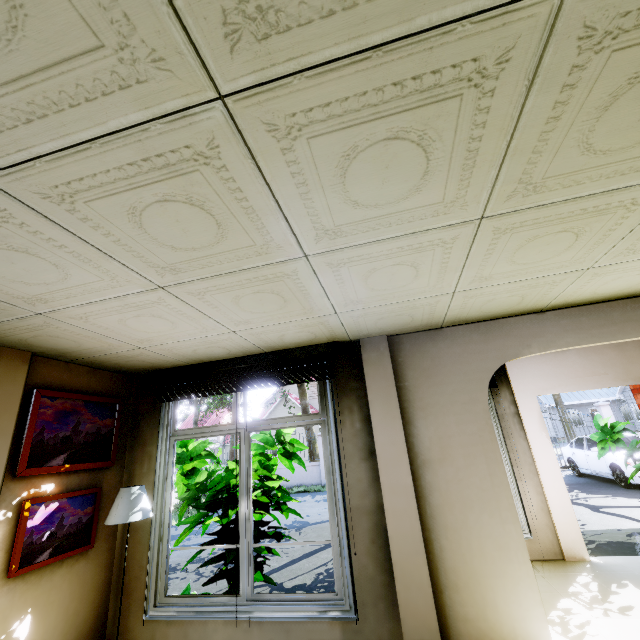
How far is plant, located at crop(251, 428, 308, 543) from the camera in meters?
4.0

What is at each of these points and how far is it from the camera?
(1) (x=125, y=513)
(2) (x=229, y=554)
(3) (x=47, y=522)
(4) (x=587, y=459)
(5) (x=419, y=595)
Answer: (1) lamp, 3.12m
(2) plant, 3.57m
(3) picture frame, 2.92m
(4) car, 11.09m
(5) wall pillar, 2.76m

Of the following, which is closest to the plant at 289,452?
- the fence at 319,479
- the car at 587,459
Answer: the car at 587,459

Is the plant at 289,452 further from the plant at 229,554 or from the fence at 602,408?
the fence at 602,408

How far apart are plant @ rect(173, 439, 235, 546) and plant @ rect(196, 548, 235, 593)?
1.16m

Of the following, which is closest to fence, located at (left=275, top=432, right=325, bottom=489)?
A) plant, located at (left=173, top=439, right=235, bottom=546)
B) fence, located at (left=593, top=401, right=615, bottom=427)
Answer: fence, located at (left=593, top=401, right=615, bottom=427)

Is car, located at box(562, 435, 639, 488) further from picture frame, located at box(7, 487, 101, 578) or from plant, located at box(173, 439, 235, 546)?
picture frame, located at box(7, 487, 101, 578)

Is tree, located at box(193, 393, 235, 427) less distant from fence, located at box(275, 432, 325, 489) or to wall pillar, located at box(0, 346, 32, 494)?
fence, located at box(275, 432, 325, 489)
